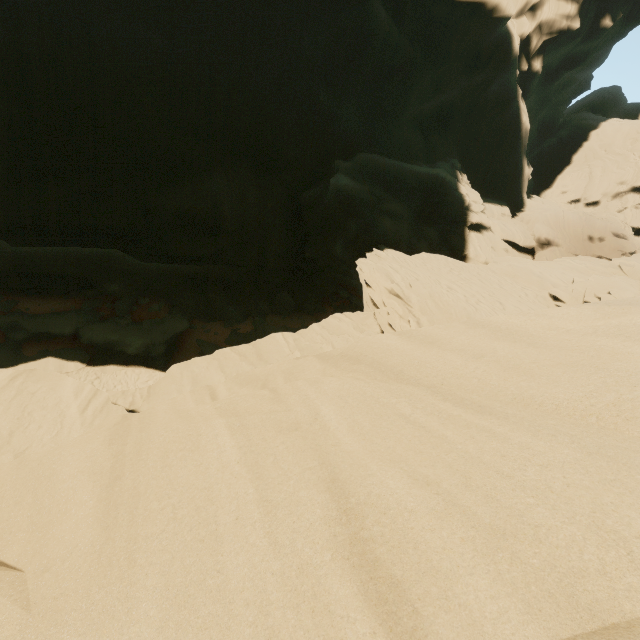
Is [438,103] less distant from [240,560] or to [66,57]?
[66,57]
